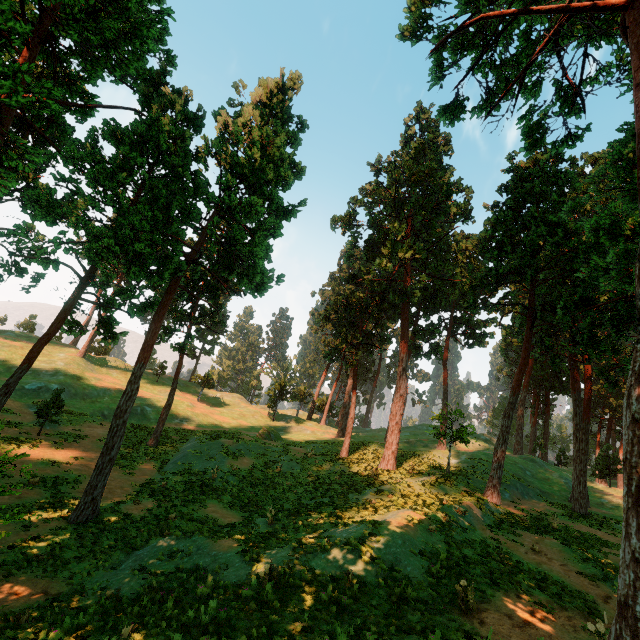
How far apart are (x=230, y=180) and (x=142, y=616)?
20.1m

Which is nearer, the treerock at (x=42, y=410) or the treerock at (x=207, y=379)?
the treerock at (x=42, y=410)

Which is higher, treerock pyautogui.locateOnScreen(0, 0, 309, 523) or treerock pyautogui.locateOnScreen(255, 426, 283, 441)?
treerock pyautogui.locateOnScreen(0, 0, 309, 523)

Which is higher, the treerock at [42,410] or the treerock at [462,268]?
the treerock at [462,268]

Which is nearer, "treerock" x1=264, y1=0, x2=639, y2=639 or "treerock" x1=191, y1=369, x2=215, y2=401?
"treerock" x1=264, y1=0, x2=639, y2=639

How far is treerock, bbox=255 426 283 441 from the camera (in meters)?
35.62
